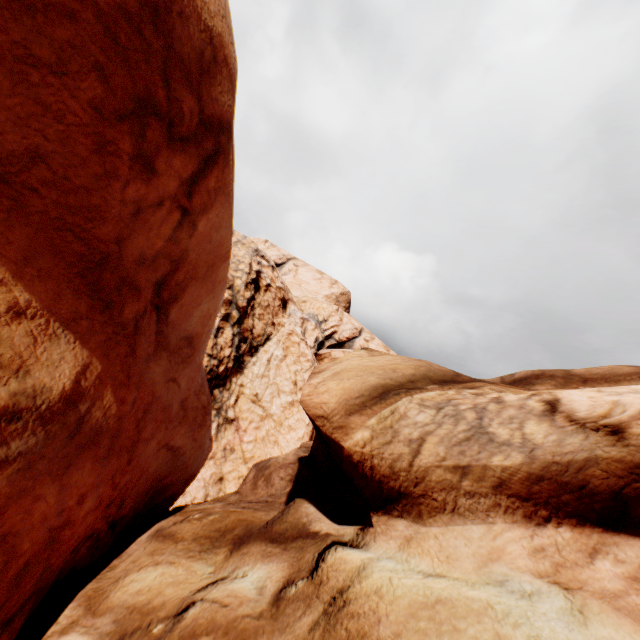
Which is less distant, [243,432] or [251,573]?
[251,573]
